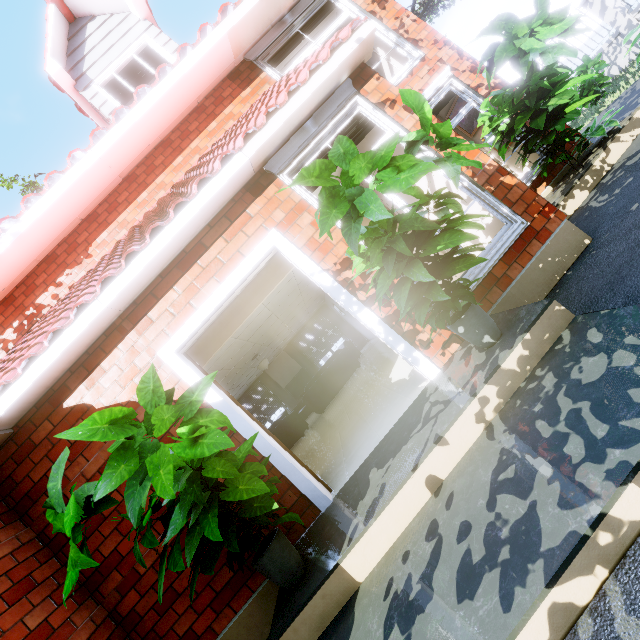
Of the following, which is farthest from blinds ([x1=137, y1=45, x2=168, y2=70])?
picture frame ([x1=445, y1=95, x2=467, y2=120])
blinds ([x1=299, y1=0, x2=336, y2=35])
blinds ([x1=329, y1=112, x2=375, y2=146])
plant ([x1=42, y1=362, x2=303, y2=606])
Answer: plant ([x1=42, y1=362, x2=303, y2=606])

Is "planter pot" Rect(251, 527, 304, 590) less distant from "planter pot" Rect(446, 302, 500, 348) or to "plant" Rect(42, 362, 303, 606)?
"plant" Rect(42, 362, 303, 606)

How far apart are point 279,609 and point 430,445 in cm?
159

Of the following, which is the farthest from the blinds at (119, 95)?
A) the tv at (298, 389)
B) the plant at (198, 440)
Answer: the tv at (298, 389)

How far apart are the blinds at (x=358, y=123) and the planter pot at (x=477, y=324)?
1.55m

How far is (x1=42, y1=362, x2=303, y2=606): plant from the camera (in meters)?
1.72

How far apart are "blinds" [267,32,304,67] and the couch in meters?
6.9

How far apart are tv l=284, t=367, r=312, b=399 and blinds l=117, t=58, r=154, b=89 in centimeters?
1097cm
